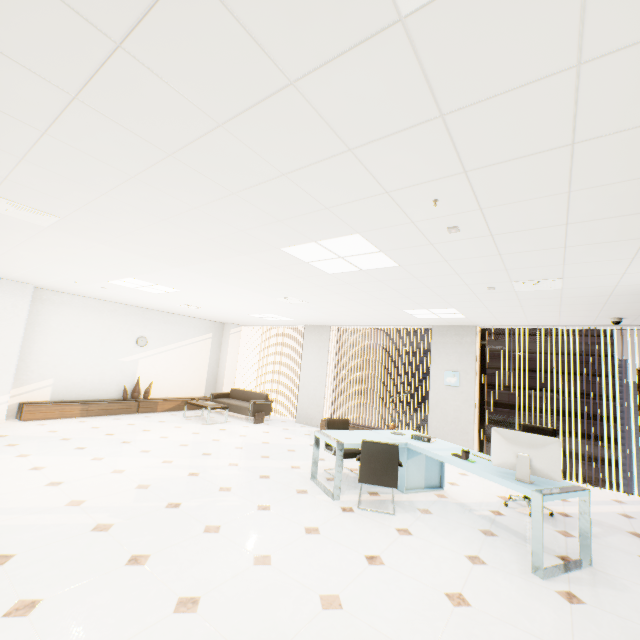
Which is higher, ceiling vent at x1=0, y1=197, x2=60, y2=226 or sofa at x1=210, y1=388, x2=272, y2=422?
ceiling vent at x1=0, y1=197, x2=60, y2=226

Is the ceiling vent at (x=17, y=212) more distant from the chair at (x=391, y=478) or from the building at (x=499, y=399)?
the building at (x=499, y=399)

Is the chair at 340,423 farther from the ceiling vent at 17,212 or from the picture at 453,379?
the ceiling vent at 17,212

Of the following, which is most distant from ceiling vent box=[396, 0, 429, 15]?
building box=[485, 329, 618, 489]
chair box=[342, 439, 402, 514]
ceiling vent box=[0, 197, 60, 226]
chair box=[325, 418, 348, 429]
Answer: building box=[485, 329, 618, 489]

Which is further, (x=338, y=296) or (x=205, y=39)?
(x=338, y=296)

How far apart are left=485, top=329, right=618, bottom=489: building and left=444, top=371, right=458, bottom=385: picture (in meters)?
56.76

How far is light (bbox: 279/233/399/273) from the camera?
3.1m

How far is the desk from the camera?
3.1 meters
